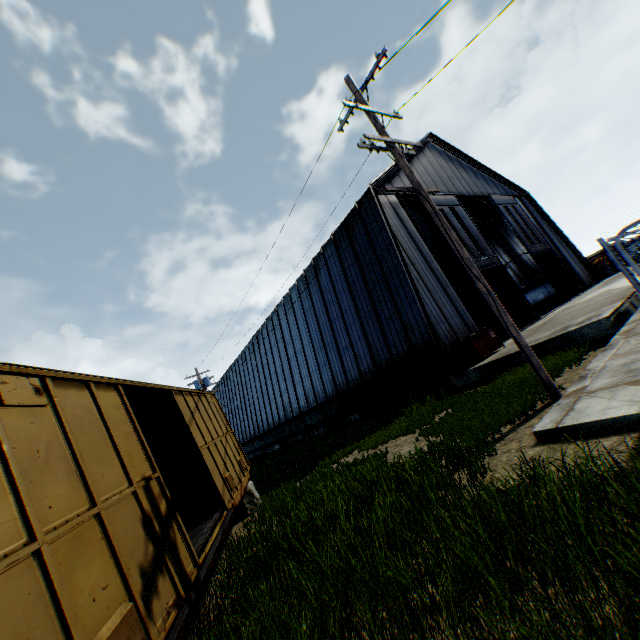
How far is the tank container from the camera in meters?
30.7

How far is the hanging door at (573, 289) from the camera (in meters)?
20.25

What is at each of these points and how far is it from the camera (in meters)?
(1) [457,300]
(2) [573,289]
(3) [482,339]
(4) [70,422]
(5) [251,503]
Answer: (1) building, 17.61
(2) hanging door, 26.41
(3) trash dumpster, 14.17
(4) train, 3.72
(5) concrete block, 10.36

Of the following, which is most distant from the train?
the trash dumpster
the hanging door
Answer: the hanging door

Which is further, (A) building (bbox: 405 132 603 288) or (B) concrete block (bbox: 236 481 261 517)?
(A) building (bbox: 405 132 603 288)

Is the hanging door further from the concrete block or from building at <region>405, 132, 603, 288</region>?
the concrete block

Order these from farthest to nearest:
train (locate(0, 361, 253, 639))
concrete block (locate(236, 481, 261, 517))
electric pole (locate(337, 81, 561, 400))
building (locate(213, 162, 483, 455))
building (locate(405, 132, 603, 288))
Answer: building (locate(405, 132, 603, 288)) → building (locate(213, 162, 483, 455)) → concrete block (locate(236, 481, 261, 517)) → electric pole (locate(337, 81, 561, 400)) → train (locate(0, 361, 253, 639))

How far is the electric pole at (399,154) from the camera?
6.93m
